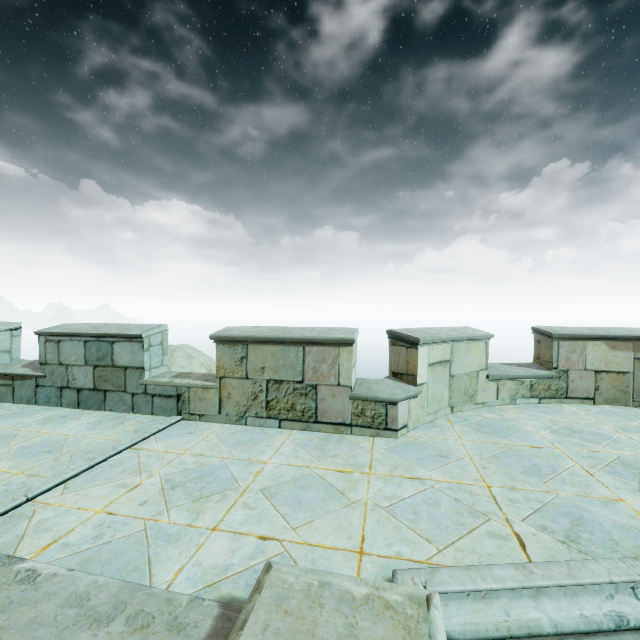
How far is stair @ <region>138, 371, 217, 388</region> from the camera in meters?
5.3 m

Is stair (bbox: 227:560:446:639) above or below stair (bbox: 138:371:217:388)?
below

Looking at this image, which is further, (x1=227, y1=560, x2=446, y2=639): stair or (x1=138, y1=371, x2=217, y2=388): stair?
(x1=138, y1=371, x2=217, y2=388): stair

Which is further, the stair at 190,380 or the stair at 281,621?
the stair at 190,380

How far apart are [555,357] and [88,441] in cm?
827

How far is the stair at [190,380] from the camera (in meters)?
5.28
